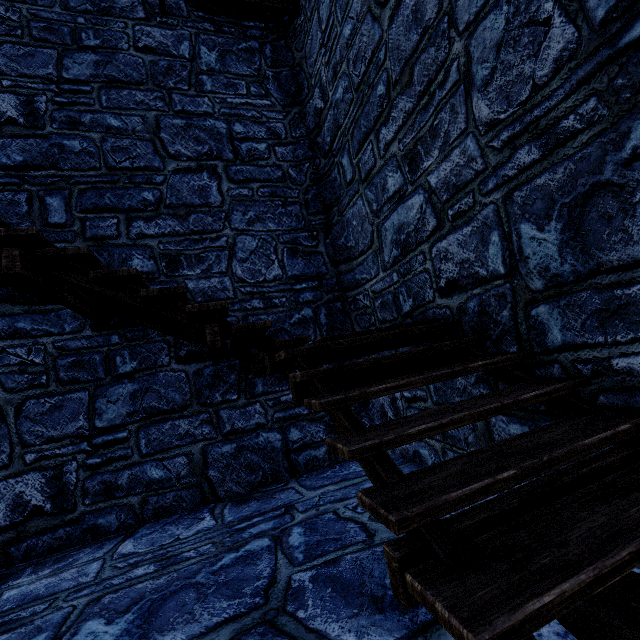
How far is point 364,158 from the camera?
4.2m
